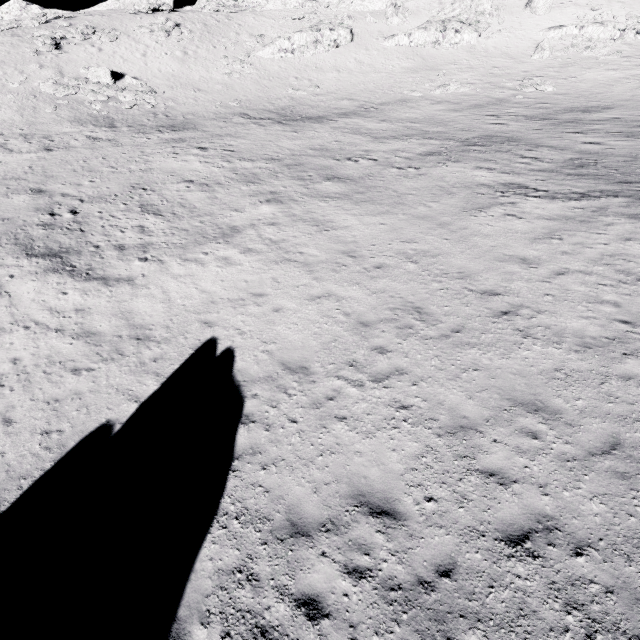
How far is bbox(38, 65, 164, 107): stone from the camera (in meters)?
30.41

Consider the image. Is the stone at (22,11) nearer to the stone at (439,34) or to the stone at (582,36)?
the stone at (439,34)

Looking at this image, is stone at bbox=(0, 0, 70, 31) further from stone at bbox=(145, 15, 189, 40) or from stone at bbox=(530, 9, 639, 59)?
stone at bbox=(530, 9, 639, 59)

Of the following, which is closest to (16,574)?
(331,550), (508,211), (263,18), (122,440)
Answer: (122,440)

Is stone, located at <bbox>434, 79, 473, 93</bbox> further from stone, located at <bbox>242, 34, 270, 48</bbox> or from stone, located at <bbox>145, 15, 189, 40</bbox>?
stone, located at <bbox>145, 15, 189, 40</bbox>

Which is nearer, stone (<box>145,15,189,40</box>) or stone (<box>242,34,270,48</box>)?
stone (<box>145,15,189,40</box>)

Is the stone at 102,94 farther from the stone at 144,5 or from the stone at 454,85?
the stone at 454,85

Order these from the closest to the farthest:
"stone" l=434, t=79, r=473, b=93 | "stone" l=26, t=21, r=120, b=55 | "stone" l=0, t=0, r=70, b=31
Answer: "stone" l=434, t=79, r=473, b=93, "stone" l=26, t=21, r=120, b=55, "stone" l=0, t=0, r=70, b=31
